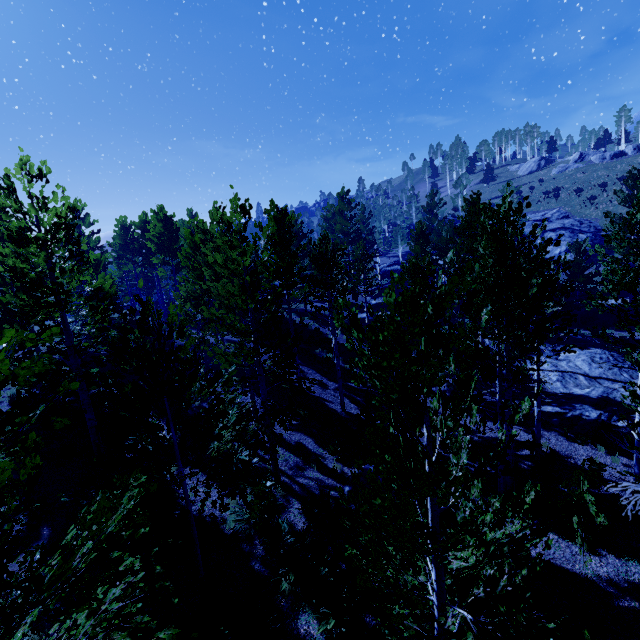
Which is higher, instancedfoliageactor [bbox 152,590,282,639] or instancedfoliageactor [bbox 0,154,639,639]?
instancedfoliageactor [bbox 0,154,639,639]

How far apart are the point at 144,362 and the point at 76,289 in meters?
31.7 m

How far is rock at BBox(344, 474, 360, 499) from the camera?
10.71m

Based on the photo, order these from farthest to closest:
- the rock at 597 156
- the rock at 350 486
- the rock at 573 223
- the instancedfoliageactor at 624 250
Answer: the rock at 597 156
the rock at 573 223
the rock at 350 486
the instancedfoliageactor at 624 250

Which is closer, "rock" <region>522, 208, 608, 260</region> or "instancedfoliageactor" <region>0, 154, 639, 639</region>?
"instancedfoliageactor" <region>0, 154, 639, 639</region>

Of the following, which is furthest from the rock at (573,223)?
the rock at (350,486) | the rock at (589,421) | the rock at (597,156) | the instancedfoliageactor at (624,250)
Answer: the rock at (350,486)

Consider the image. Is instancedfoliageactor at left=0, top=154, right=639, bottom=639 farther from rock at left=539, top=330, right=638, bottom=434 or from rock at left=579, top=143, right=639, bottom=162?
rock at left=579, top=143, right=639, bottom=162

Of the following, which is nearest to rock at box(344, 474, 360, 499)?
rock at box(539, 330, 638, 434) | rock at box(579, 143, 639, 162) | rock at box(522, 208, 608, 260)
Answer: rock at box(539, 330, 638, 434)
